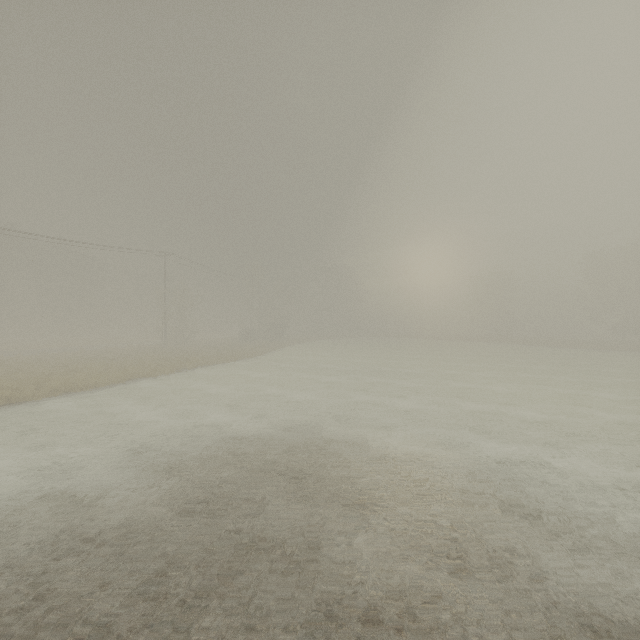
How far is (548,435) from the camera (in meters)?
11.24
